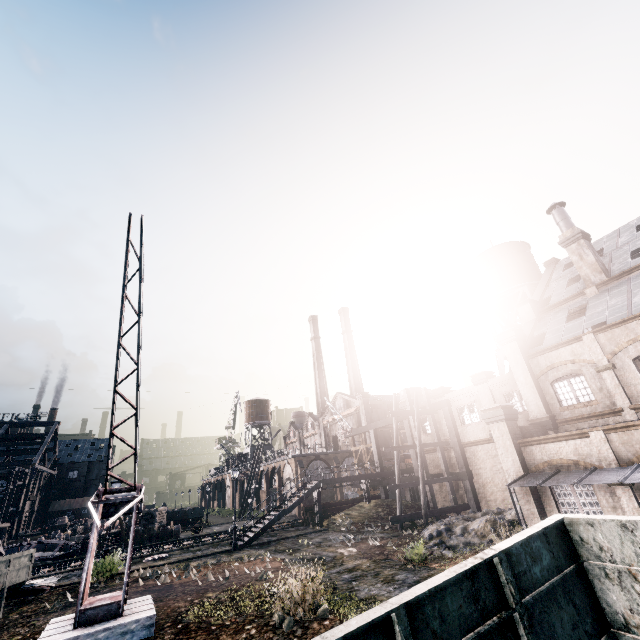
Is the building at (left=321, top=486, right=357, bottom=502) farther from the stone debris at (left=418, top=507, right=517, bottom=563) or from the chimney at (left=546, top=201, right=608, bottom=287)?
the chimney at (left=546, top=201, right=608, bottom=287)

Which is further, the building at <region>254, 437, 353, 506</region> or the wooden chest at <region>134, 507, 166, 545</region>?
the building at <region>254, 437, 353, 506</region>

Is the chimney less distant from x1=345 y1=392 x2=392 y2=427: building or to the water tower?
the water tower

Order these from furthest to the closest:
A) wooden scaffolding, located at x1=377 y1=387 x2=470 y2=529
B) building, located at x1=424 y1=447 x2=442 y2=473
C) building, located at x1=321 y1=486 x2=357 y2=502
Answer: building, located at x1=321 y1=486 x2=357 y2=502
building, located at x1=424 y1=447 x2=442 y2=473
wooden scaffolding, located at x1=377 y1=387 x2=470 y2=529

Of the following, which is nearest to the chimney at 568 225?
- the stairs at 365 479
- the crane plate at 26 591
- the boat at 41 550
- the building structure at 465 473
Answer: the building structure at 465 473

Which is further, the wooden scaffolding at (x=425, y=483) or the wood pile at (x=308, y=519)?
the wood pile at (x=308, y=519)

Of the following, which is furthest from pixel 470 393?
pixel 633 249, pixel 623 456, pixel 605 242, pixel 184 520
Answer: pixel 184 520

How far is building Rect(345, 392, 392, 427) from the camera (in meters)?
55.19
